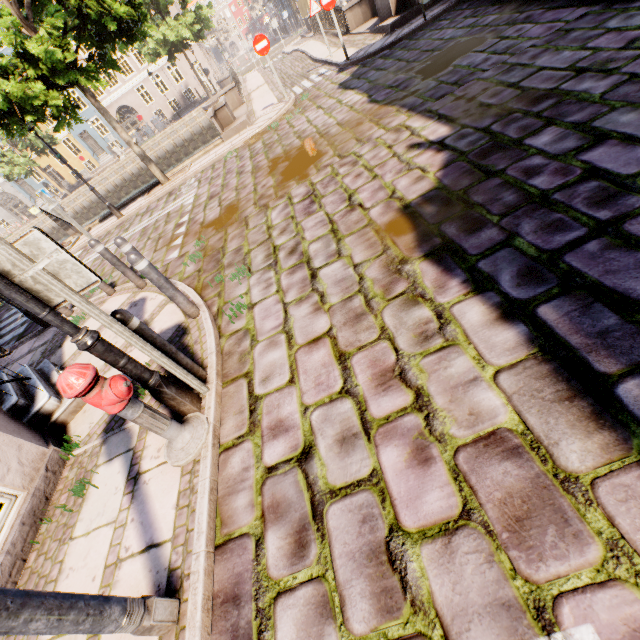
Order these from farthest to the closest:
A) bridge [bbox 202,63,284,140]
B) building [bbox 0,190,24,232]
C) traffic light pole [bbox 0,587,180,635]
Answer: building [bbox 0,190,24,232]
bridge [bbox 202,63,284,140]
traffic light pole [bbox 0,587,180,635]

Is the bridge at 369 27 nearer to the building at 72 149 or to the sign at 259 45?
the sign at 259 45

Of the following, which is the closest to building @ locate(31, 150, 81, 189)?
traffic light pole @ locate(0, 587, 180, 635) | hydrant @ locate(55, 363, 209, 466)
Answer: hydrant @ locate(55, 363, 209, 466)

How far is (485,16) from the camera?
7.57m

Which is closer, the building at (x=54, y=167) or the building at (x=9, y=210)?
the building at (x=54, y=167)

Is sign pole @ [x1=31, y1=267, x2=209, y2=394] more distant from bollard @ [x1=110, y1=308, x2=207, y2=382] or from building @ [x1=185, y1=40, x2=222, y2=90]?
building @ [x1=185, y1=40, x2=222, y2=90]

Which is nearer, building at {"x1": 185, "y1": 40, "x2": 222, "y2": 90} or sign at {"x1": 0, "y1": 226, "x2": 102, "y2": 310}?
sign at {"x1": 0, "y1": 226, "x2": 102, "y2": 310}

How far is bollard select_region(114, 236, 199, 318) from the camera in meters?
3.7 m
